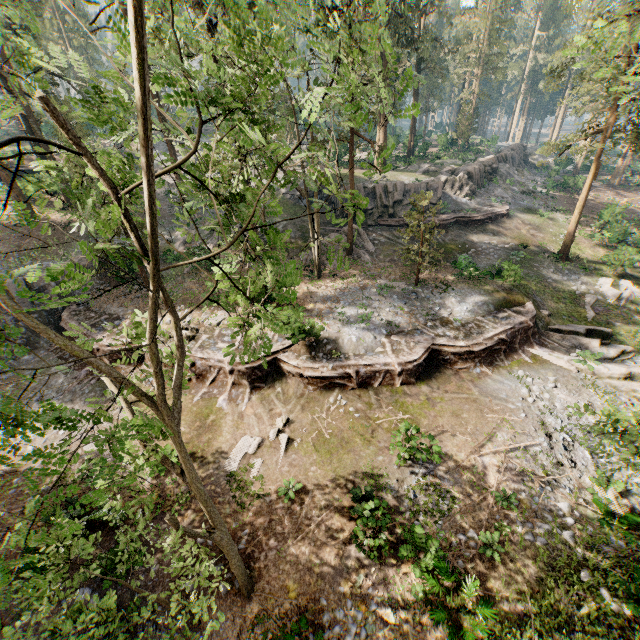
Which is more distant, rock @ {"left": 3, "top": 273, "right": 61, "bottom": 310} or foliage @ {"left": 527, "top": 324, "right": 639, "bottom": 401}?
rock @ {"left": 3, "top": 273, "right": 61, "bottom": 310}

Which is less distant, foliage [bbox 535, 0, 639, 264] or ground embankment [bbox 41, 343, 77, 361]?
foliage [bbox 535, 0, 639, 264]

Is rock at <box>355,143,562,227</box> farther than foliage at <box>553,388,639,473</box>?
Yes

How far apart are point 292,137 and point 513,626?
14.1 meters

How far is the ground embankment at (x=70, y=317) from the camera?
19.4m

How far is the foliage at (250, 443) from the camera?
14.0m

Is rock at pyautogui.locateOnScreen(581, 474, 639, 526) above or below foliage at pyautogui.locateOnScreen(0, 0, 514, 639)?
below

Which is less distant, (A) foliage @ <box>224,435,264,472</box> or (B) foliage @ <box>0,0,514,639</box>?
(B) foliage @ <box>0,0,514,639</box>
